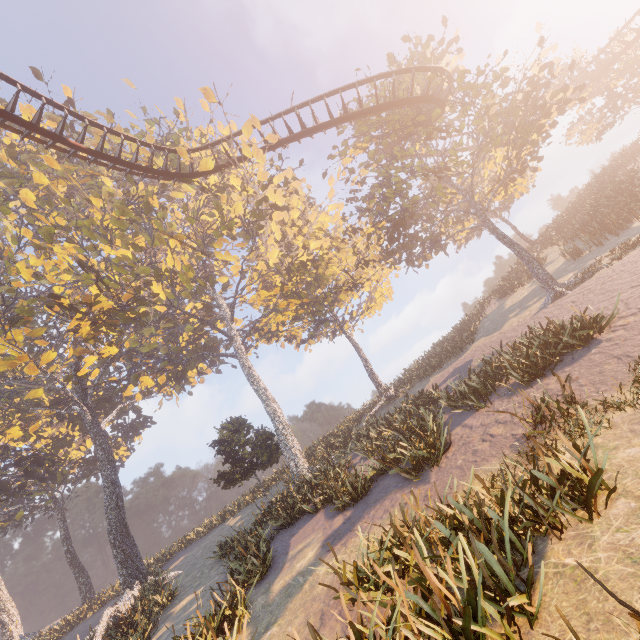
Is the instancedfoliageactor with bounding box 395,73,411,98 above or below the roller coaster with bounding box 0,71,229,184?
below

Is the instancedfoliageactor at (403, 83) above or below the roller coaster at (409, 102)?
above

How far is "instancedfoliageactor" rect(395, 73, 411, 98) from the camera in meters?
18.8 m

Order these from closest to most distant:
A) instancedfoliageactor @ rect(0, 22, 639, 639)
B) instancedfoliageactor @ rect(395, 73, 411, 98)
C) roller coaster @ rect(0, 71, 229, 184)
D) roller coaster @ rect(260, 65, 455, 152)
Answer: instancedfoliageactor @ rect(0, 22, 639, 639) → roller coaster @ rect(0, 71, 229, 184) → roller coaster @ rect(260, 65, 455, 152) → instancedfoliageactor @ rect(395, 73, 411, 98)

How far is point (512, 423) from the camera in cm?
871

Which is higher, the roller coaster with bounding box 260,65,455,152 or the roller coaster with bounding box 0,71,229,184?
the roller coaster with bounding box 0,71,229,184

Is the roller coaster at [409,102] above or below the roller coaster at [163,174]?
below

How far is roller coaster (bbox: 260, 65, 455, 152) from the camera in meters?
17.0
